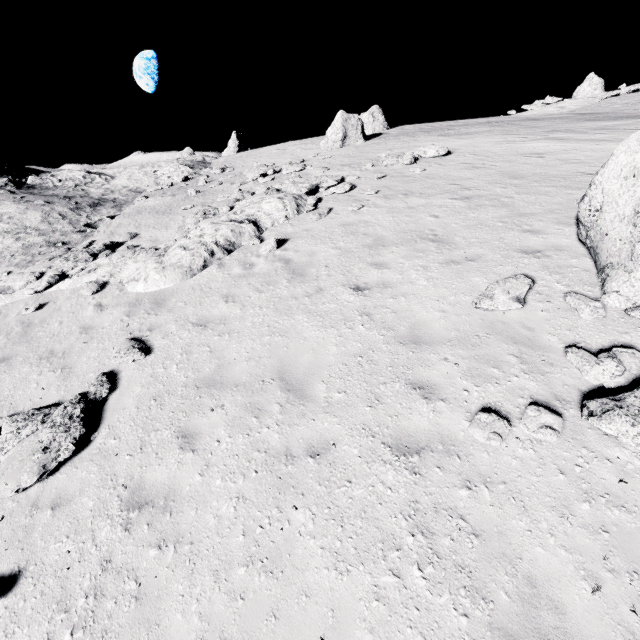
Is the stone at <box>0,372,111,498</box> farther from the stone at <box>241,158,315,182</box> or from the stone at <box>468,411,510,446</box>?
the stone at <box>468,411,510,446</box>

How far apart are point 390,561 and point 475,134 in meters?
23.5

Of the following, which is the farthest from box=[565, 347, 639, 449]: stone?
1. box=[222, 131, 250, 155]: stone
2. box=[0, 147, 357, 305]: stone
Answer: box=[222, 131, 250, 155]: stone

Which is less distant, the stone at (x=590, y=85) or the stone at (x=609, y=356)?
the stone at (x=609, y=356)

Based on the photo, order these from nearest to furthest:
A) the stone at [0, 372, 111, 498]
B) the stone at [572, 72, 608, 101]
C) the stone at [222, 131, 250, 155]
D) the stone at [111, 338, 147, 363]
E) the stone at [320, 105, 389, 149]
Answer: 1. the stone at [0, 372, 111, 498]
2. the stone at [111, 338, 147, 363]
3. the stone at [320, 105, 389, 149]
4. the stone at [572, 72, 608, 101]
5. the stone at [222, 131, 250, 155]

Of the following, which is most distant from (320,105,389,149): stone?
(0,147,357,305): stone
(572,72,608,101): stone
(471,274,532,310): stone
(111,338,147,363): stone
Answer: (572,72,608,101): stone

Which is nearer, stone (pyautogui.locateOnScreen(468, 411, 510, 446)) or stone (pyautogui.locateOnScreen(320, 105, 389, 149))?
stone (pyautogui.locateOnScreen(468, 411, 510, 446))

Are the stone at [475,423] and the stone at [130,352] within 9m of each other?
yes
